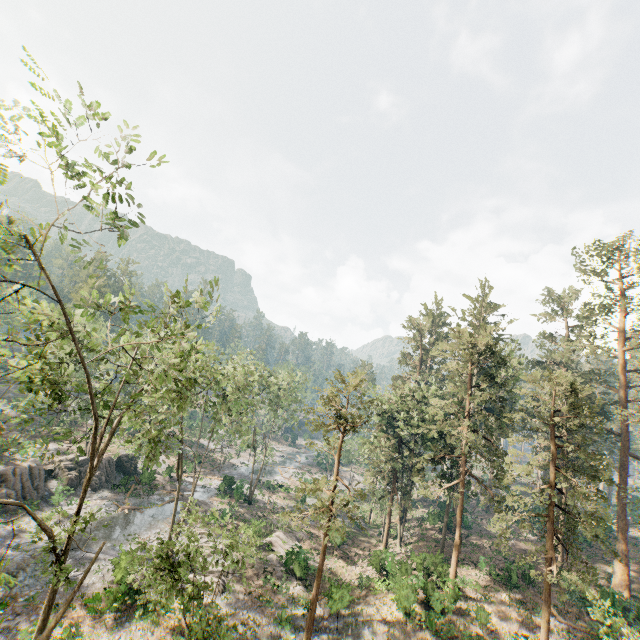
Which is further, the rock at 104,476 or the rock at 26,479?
the rock at 104,476

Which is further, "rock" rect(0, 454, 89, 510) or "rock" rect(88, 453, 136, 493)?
"rock" rect(88, 453, 136, 493)

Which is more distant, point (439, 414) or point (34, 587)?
point (439, 414)

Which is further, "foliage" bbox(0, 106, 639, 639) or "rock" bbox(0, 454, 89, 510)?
"rock" bbox(0, 454, 89, 510)

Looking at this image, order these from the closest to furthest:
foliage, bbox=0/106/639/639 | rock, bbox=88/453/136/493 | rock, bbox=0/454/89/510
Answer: foliage, bbox=0/106/639/639, rock, bbox=0/454/89/510, rock, bbox=88/453/136/493

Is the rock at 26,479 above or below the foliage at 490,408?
below

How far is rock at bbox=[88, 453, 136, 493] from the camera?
37.05m
